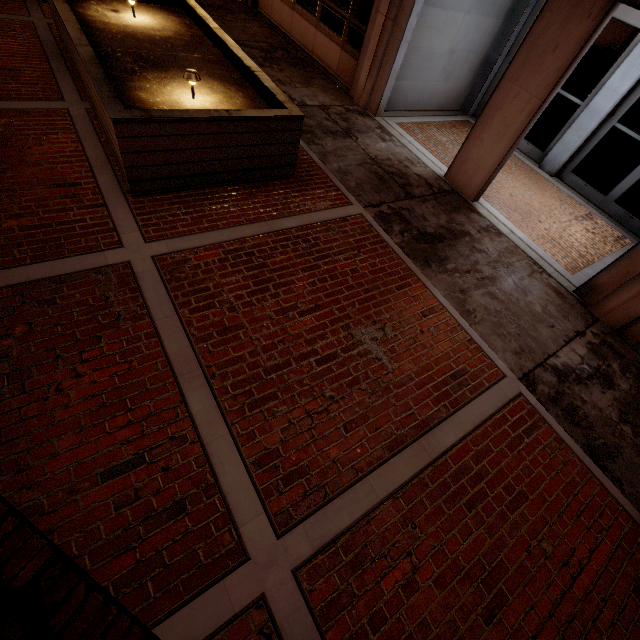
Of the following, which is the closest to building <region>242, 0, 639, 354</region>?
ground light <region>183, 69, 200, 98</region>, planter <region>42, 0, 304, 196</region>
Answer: planter <region>42, 0, 304, 196</region>

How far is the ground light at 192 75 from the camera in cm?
434

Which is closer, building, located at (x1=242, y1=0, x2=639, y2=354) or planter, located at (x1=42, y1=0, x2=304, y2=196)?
planter, located at (x1=42, y1=0, x2=304, y2=196)

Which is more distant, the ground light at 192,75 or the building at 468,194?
the building at 468,194

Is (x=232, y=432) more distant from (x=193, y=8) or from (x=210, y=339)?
(x=193, y=8)

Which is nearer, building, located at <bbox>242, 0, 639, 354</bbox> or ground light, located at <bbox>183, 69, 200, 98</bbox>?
ground light, located at <bbox>183, 69, 200, 98</bbox>
